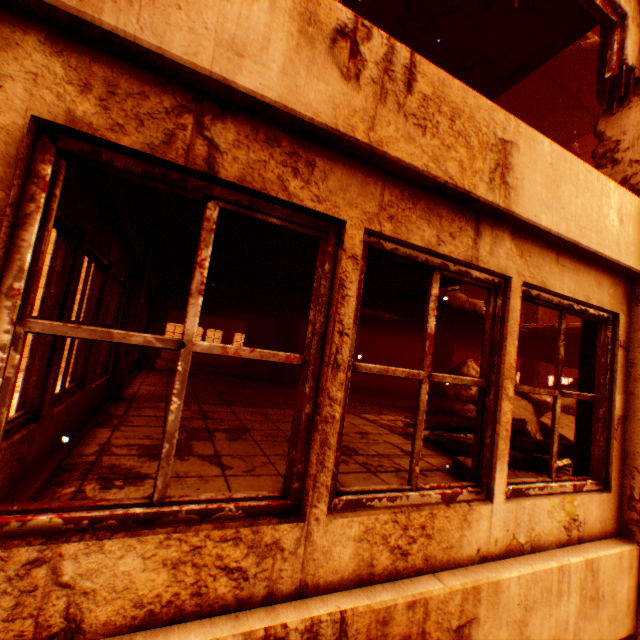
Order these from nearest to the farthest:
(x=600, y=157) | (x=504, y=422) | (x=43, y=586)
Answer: (x=43, y=586) < (x=504, y=422) < (x=600, y=157)

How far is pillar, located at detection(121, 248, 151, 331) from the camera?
5.5 meters

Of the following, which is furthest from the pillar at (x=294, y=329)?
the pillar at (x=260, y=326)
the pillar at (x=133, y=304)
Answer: the pillar at (x=133, y=304)

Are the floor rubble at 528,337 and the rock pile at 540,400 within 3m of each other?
yes

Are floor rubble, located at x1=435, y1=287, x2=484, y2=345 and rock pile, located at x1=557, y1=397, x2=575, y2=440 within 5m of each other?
yes

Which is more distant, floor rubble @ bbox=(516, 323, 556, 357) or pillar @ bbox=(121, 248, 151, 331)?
floor rubble @ bbox=(516, 323, 556, 357)

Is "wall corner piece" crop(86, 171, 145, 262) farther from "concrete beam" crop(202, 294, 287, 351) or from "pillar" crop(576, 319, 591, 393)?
"concrete beam" crop(202, 294, 287, 351)

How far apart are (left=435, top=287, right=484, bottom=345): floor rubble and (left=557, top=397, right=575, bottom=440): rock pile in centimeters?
91cm
